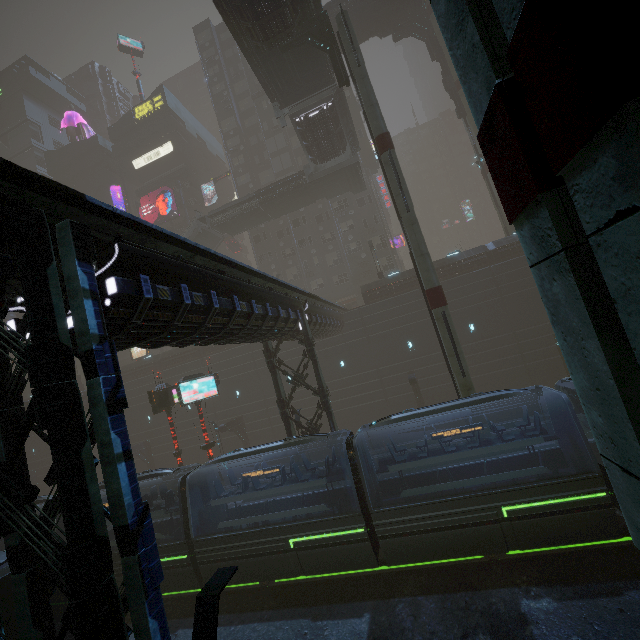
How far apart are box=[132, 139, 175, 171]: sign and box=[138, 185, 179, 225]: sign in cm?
555

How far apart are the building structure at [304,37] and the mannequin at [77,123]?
56.6 meters

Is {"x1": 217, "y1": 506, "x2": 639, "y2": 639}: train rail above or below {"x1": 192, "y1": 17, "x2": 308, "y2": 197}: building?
below

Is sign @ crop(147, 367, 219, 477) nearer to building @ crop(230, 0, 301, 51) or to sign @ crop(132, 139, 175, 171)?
building @ crop(230, 0, 301, 51)

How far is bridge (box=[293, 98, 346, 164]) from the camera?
26.94m

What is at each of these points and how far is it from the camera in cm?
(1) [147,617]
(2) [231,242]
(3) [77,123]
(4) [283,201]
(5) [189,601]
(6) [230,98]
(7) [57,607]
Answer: (1) building, 510
(2) car, 4959
(3) mannequin, 5834
(4) bridge, 3572
(5) train rail, 1538
(6) building, 4678
(7) train, 1016

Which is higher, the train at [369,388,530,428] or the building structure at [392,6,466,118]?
the building structure at [392,6,466,118]

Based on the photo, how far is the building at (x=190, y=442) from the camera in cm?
3459
